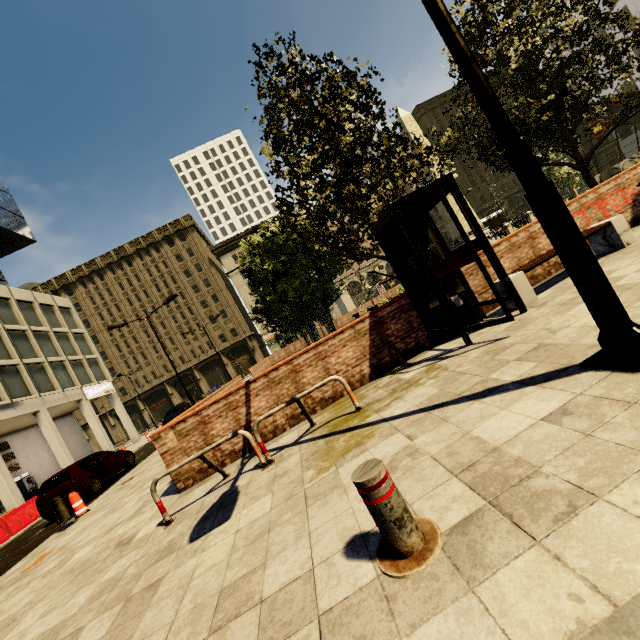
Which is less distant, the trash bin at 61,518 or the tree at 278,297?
the tree at 278,297

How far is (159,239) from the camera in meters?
53.8

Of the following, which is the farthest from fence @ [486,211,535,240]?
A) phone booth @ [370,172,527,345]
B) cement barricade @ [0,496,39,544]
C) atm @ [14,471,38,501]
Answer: atm @ [14,471,38,501]

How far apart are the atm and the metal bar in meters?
32.9 m

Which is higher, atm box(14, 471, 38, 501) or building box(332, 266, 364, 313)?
building box(332, 266, 364, 313)

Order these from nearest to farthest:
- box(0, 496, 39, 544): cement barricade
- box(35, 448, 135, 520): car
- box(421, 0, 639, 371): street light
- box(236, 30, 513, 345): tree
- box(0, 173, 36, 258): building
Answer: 1. box(421, 0, 639, 371): street light
2. box(236, 30, 513, 345): tree
3. box(35, 448, 135, 520): car
4. box(0, 496, 39, 544): cement barricade
5. box(0, 173, 36, 258): building

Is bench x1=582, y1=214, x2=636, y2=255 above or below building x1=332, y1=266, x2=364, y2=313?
below

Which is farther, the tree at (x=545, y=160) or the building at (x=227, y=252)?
the building at (x=227, y=252)
